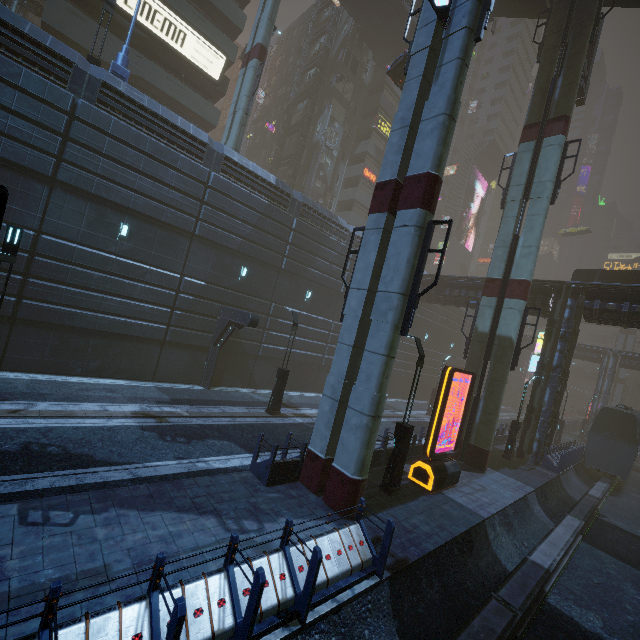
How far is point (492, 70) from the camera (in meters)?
59.12

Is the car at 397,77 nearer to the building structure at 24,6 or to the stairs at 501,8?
the building structure at 24,6

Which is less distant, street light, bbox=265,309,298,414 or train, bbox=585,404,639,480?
street light, bbox=265,309,298,414

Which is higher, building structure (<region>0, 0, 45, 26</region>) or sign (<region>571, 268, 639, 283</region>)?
building structure (<region>0, 0, 45, 26</region>)

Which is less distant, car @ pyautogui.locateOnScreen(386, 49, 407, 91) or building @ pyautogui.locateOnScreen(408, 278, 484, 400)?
car @ pyautogui.locateOnScreen(386, 49, 407, 91)

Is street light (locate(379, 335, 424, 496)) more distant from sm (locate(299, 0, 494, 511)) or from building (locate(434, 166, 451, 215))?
sm (locate(299, 0, 494, 511))

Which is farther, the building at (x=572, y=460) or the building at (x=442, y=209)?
the building at (x=442, y=209)

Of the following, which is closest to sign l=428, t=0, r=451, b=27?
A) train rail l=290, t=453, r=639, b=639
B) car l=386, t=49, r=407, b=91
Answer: car l=386, t=49, r=407, b=91
